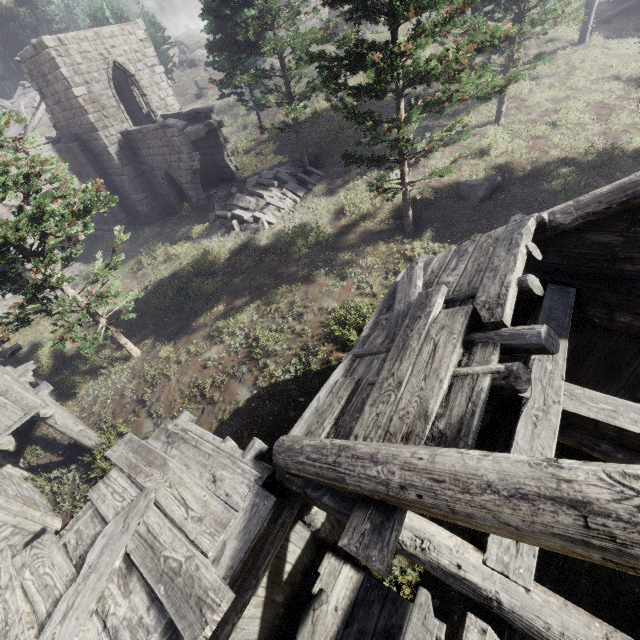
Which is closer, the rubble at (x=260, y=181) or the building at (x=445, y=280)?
the building at (x=445, y=280)

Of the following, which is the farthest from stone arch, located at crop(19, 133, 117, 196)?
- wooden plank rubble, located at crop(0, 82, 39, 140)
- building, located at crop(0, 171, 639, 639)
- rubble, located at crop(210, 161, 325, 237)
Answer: wooden plank rubble, located at crop(0, 82, 39, 140)

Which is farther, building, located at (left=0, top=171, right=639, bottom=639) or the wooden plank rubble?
the wooden plank rubble

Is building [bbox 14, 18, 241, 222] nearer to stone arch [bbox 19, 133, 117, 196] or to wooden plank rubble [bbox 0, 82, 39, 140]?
stone arch [bbox 19, 133, 117, 196]

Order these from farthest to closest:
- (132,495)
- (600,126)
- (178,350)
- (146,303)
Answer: (146,303) → (600,126) → (178,350) → (132,495)

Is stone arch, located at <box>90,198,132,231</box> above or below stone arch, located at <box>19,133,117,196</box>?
below

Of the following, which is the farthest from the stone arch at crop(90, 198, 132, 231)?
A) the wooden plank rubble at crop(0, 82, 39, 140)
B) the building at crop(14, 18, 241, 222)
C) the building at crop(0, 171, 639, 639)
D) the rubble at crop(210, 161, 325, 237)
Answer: the wooden plank rubble at crop(0, 82, 39, 140)

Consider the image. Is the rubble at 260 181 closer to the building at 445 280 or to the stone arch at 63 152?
the stone arch at 63 152
